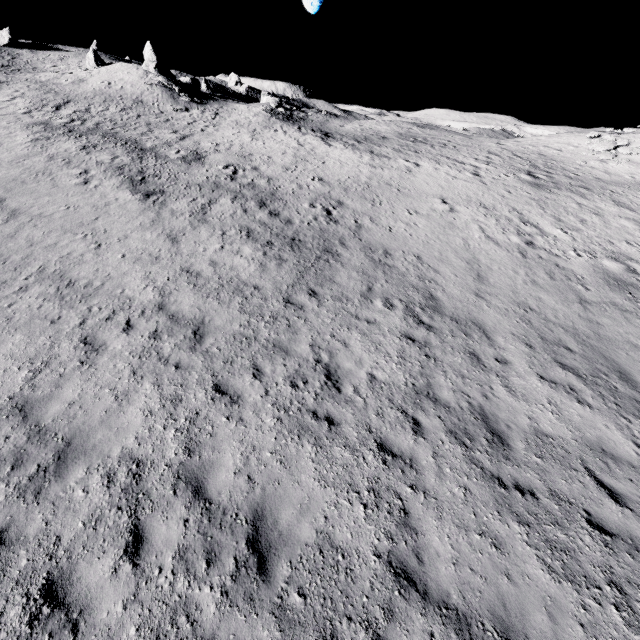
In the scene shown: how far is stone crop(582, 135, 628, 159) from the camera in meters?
28.0 m

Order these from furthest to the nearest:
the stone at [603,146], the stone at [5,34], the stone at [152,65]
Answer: the stone at [5,34] < the stone at [152,65] < the stone at [603,146]

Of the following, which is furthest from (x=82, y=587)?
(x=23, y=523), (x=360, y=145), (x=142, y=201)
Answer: (x=360, y=145)

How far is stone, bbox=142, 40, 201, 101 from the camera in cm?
3678

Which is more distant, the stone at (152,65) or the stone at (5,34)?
the stone at (5,34)

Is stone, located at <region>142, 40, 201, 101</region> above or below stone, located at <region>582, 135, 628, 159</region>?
above

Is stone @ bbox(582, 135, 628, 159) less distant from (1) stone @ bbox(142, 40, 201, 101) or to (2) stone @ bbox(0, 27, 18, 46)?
(1) stone @ bbox(142, 40, 201, 101)
